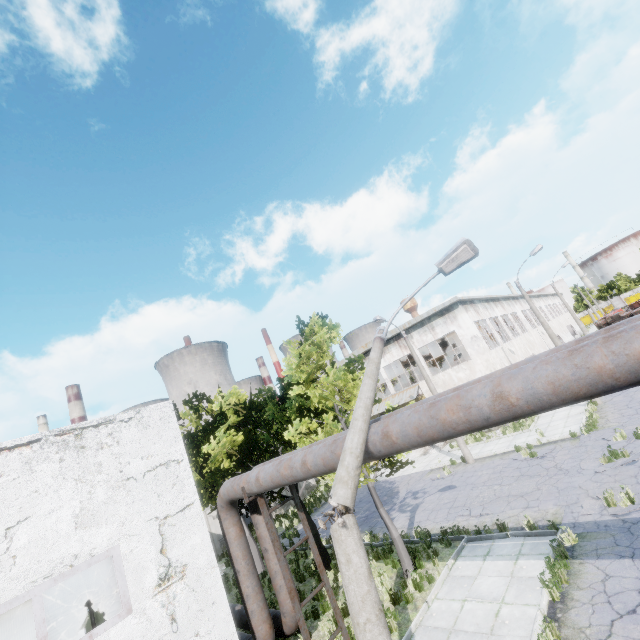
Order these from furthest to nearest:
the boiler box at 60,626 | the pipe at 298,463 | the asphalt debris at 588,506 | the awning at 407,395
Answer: the awning at 407,395 < the boiler box at 60,626 < the asphalt debris at 588,506 < the pipe at 298,463

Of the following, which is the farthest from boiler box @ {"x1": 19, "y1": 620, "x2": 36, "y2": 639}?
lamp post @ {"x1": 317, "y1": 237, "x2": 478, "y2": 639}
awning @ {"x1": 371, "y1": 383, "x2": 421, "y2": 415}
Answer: awning @ {"x1": 371, "y1": 383, "x2": 421, "y2": 415}

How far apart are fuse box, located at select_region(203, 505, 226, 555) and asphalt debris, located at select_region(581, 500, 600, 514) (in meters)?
23.44

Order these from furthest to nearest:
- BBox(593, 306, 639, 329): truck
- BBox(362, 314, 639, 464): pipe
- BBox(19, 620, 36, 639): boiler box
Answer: BBox(593, 306, 639, 329): truck, BBox(19, 620, 36, 639): boiler box, BBox(362, 314, 639, 464): pipe

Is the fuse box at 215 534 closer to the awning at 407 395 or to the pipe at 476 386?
the pipe at 476 386

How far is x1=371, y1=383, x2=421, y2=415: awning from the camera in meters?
27.4

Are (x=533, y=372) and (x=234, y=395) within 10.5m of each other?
no

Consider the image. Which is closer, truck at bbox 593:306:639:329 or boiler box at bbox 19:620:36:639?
boiler box at bbox 19:620:36:639
